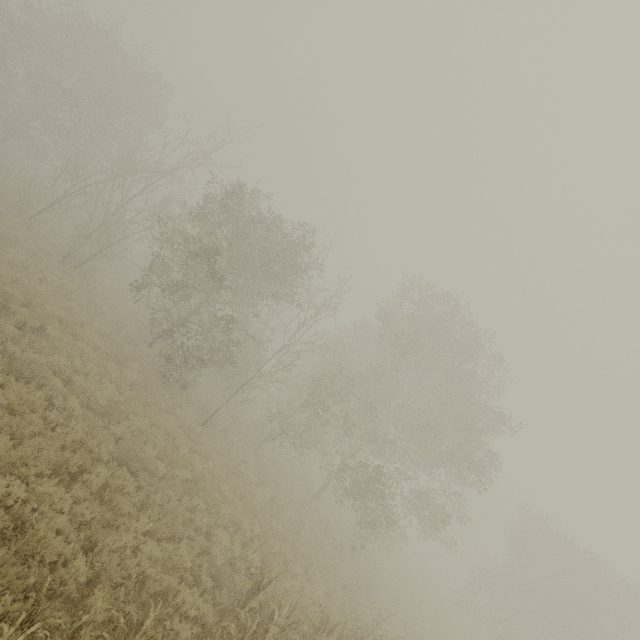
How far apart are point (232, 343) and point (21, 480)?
11.2 meters
